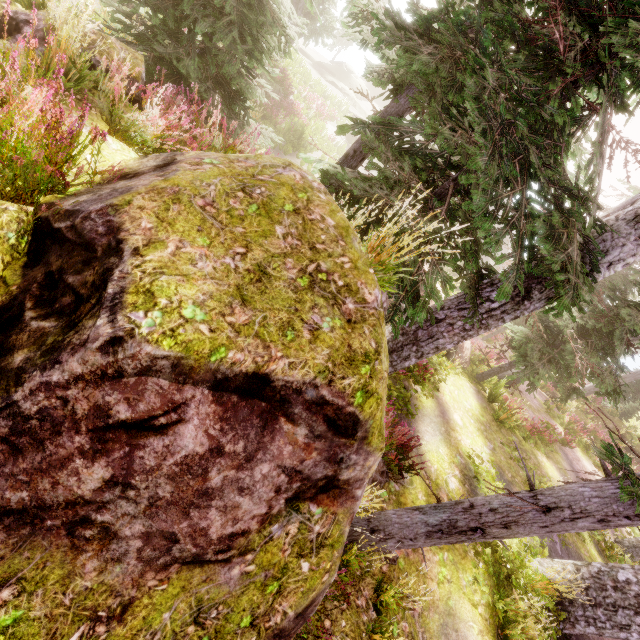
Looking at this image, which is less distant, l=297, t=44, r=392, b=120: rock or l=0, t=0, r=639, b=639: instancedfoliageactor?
l=0, t=0, r=639, b=639: instancedfoliageactor

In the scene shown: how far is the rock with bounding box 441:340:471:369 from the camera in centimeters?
1321cm

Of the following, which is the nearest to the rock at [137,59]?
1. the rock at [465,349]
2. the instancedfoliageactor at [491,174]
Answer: the instancedfoliageactor at [491,174]

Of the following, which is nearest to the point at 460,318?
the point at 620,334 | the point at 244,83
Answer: the point at 620,334

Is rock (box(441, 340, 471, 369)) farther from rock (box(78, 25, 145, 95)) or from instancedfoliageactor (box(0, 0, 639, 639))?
rock (box(78, 25, 145, 95))

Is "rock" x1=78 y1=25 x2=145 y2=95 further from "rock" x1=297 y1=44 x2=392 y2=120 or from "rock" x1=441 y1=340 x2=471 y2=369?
"rock" x1=297 y1=44 x2=392 y2=120

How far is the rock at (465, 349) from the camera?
13.2 meters

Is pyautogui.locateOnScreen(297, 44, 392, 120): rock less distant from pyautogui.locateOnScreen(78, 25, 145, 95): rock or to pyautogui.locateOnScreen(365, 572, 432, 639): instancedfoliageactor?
pyautogui.locateOnScreen(365, 572, 432, 639): instancedfoliageactor
